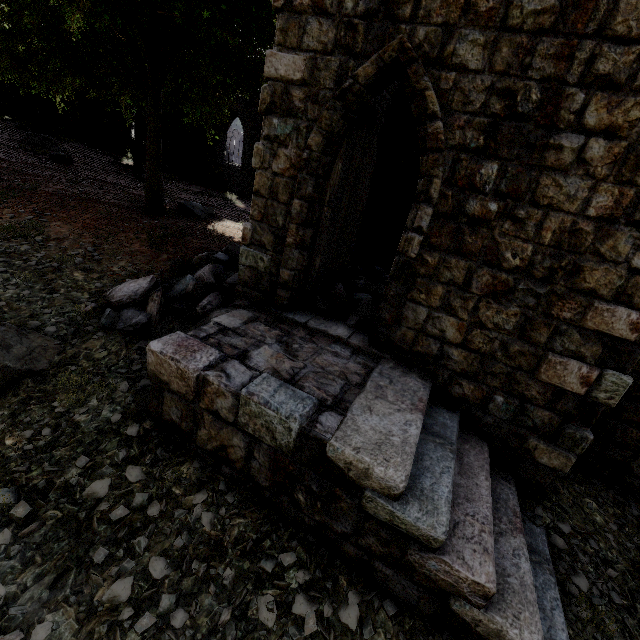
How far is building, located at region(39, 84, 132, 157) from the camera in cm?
2325

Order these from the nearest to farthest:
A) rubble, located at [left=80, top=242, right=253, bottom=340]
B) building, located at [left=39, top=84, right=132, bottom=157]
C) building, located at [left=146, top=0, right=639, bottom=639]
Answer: building, located at [left=146, top=0, right=639, bottom=639]
rubble, located at [left=80, top=242, right=253, bottom=340]
building, located at [left=39, top=84, right=132, bottom=157]

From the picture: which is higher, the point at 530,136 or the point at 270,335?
the point at 530,136

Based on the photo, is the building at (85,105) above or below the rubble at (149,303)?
above

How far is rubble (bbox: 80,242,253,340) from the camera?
5.8 meters

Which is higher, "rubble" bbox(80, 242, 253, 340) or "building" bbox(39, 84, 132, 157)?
"building" bbox(39, 84, 132, 157)

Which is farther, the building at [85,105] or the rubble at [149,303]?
the building at [85,105]

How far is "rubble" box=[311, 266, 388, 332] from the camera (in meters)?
6.05
